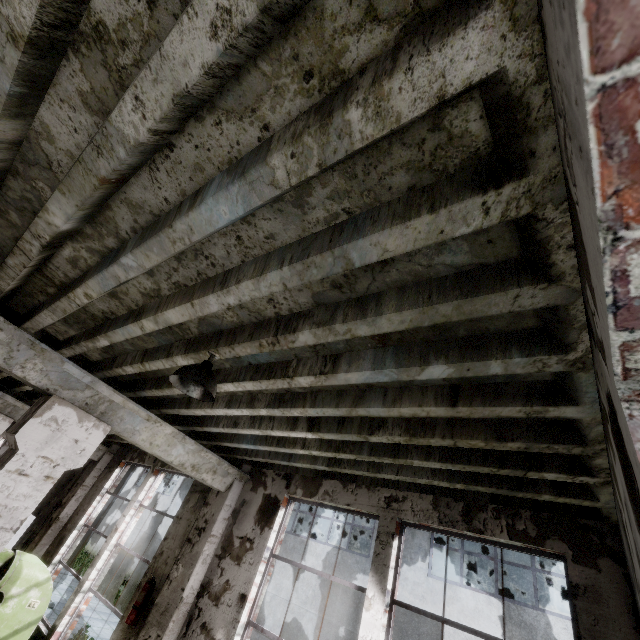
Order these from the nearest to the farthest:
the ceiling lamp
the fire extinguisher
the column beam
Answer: the ceiling lamp, the column beam, the fire extinguisher

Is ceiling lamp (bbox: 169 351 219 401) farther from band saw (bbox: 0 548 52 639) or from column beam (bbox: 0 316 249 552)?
band saw (bbox: 0 548 52 639)

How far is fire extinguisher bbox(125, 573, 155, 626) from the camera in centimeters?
504cm

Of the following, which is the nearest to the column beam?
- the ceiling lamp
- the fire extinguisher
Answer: the fire extinguisher

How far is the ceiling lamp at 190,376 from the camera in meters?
2.7

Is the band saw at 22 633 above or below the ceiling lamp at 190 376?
below

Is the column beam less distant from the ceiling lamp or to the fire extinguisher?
the fire extinguisher

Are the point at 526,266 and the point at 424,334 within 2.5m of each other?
yes
